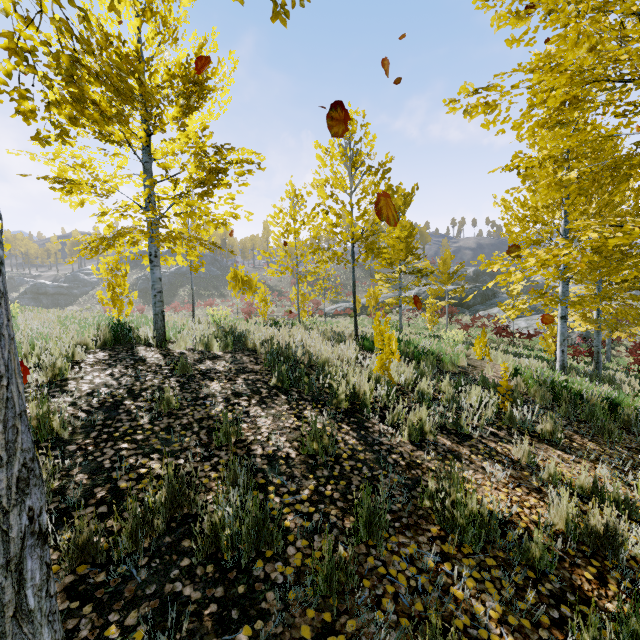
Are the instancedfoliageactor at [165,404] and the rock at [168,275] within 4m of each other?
no

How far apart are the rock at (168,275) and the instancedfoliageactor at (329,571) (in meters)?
58.92

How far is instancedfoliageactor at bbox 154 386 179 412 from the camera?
3.83m

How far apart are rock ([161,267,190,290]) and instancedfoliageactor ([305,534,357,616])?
58.92m

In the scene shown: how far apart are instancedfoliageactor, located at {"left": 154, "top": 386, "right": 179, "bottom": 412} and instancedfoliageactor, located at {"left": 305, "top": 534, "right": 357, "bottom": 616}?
2.66m

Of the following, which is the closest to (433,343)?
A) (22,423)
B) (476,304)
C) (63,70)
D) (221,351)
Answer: (221,351)

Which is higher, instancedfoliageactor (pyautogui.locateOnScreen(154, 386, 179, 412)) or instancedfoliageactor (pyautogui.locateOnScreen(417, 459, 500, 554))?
instancedfoliageactor (pyautogui.locateOnScreen(154, 386, 179, 412))

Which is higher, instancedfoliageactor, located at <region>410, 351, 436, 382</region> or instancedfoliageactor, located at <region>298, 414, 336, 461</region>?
instancedfoliageactor, located at <region>298, 414, 336, 461</region>
